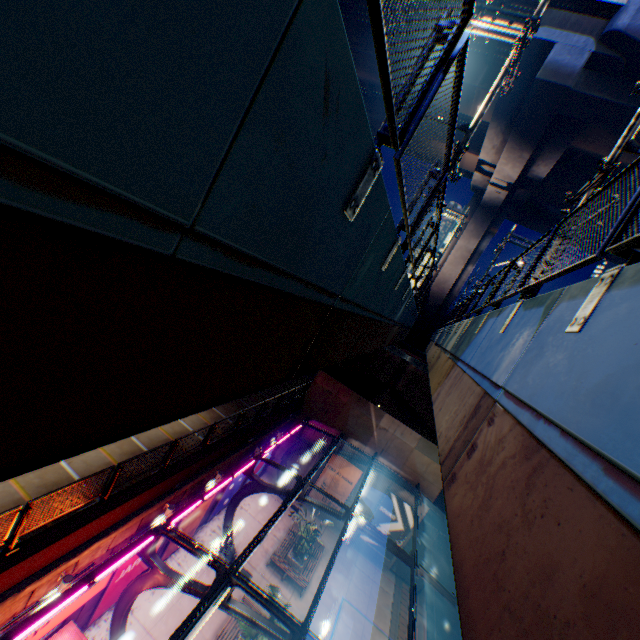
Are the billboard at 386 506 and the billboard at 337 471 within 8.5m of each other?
yes

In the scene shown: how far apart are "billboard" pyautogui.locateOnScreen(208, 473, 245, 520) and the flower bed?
4.95m

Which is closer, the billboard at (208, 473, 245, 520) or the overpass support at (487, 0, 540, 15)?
the overpass support at (487, 0, 540, 15)

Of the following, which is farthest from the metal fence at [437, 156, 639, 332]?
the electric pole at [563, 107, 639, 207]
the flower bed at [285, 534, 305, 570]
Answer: the flower bed at [285, 534, 305, 570]

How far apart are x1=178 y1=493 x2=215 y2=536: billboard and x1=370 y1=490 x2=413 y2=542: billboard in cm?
1213

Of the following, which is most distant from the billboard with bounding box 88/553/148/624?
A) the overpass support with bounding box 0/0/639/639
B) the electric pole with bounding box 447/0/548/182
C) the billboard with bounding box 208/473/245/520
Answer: the electric pole with bounding box 447/0/548/182

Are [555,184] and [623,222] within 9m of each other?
no

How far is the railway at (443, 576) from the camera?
27.84m
